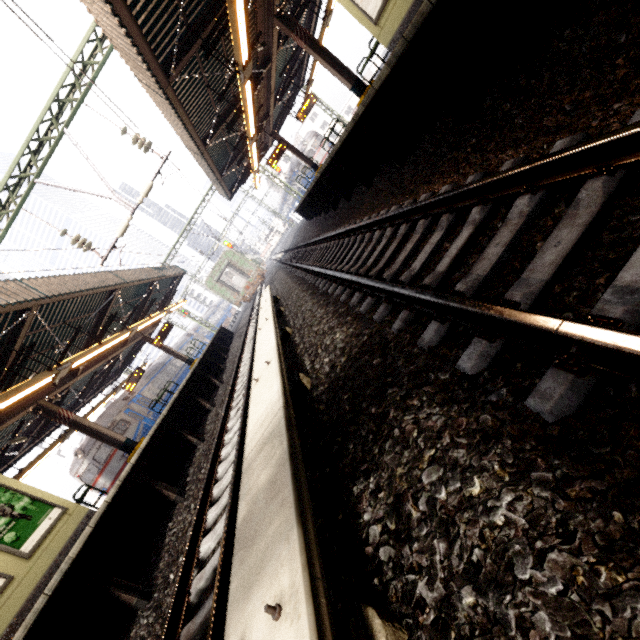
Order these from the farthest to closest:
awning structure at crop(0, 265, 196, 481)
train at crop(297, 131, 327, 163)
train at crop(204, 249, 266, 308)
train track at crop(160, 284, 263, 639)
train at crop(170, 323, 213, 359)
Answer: train at crop(297, 131, 327, 163)
train at crop(170, 323, 213, 359)
train at crop(204, 249, 266, 308)
awning structure at crop(0, 265, 196, 481)
train track at crop(160, 284, 263, 639)

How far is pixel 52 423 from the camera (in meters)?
16.14

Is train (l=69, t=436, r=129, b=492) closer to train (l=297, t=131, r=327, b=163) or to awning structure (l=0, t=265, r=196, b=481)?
awning structure (l=0, t=265, r=196, b=481)

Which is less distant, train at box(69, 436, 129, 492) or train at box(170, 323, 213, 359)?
train at box(69, 436, 129, 492)

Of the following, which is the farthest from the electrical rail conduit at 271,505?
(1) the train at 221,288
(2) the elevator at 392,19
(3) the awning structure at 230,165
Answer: (1) the train at 221,288

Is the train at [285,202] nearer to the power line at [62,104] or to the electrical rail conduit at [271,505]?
the power line at [62,104]

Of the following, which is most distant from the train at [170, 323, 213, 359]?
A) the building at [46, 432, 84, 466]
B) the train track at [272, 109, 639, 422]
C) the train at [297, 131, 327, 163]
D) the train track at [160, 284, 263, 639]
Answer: the building at [46, 432, 84, 466]

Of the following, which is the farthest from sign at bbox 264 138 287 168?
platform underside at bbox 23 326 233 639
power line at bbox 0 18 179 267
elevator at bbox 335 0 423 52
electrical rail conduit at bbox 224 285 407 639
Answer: elevator at bbox 335 0 423 52
